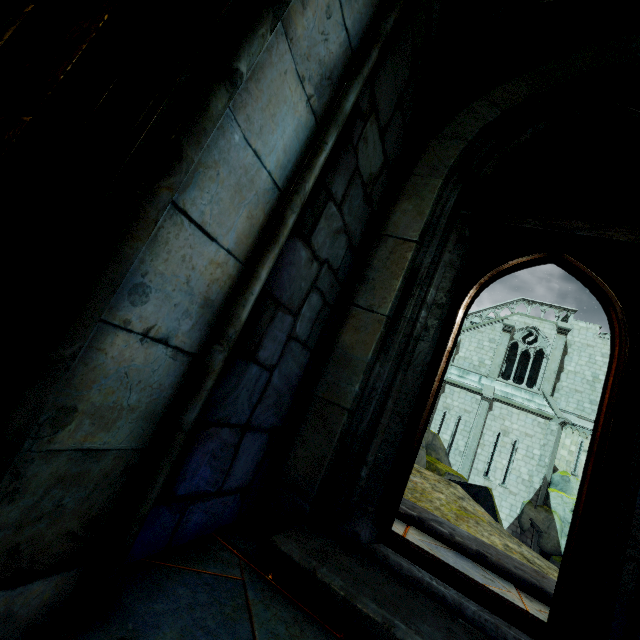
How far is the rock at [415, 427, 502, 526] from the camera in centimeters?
811cm

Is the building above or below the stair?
above

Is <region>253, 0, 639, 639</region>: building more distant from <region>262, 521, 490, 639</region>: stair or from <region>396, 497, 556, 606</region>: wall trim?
<region>396, 497, 556, 606</region>: wall trim

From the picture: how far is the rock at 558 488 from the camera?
17.5m

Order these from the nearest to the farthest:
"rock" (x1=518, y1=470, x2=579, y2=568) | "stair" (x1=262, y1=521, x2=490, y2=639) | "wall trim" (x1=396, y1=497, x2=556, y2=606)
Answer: "stair" (x1=262, y1=521, x2=490, y2=639) → "wall trim" (x1=396, y1=497, x2=556, y2=606) → "rock" (x1=518, y1=470, x2=579, y2=568)

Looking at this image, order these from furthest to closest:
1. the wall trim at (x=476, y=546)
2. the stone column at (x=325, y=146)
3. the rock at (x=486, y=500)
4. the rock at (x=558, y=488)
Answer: the rock at (x=558, y=488)
the rock at (x=486, y=500)
the wall trim at (x=476, y=546)
the stone column at (x=325, y=146)

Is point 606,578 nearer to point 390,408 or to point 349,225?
point 390,408

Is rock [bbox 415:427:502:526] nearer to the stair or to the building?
the building
